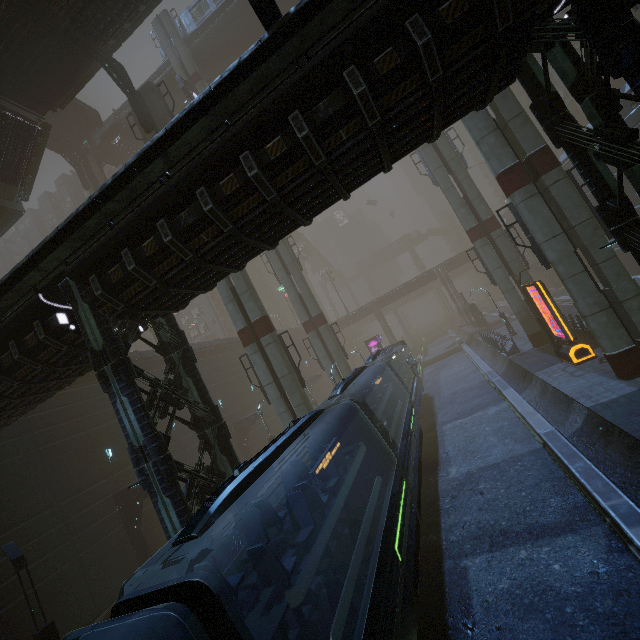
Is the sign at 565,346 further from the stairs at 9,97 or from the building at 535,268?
the stairs at 9,97

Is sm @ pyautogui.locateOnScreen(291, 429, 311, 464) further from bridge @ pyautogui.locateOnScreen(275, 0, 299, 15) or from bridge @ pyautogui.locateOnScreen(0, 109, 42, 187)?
bridge @ pyautogui.locateOnScreen(0, 109, 42, 187)

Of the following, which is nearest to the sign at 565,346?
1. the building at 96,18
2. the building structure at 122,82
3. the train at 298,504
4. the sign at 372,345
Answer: the building at 96,18

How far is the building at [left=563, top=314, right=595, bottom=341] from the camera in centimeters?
1952cm

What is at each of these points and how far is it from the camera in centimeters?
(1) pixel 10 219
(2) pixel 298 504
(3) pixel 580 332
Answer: (1) bridge, 2316cm
(2) train, 661cm
(3) building, 2056cm

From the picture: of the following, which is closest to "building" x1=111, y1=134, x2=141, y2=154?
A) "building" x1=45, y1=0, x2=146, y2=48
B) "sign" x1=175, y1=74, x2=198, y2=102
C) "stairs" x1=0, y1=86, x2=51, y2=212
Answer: "building" x1=45, y1=0, x2=146, y2=48

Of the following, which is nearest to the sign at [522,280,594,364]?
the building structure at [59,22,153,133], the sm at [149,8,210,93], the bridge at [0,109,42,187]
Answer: the sm at [149,8,210,93]

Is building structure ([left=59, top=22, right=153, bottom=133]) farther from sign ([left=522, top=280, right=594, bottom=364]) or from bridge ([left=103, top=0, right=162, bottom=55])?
sign ([left=522, top=280, right=594, bottom=364])
